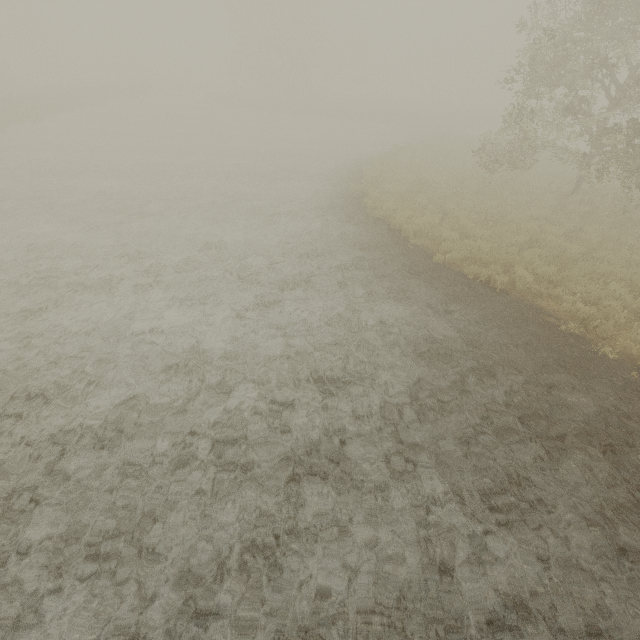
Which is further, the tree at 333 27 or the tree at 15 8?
the tree at 333 27

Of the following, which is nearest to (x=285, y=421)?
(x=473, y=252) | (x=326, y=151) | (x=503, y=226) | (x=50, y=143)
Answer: (x=473, y=252)

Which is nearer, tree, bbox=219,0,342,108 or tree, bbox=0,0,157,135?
tree, bbox=0,0,157,135
